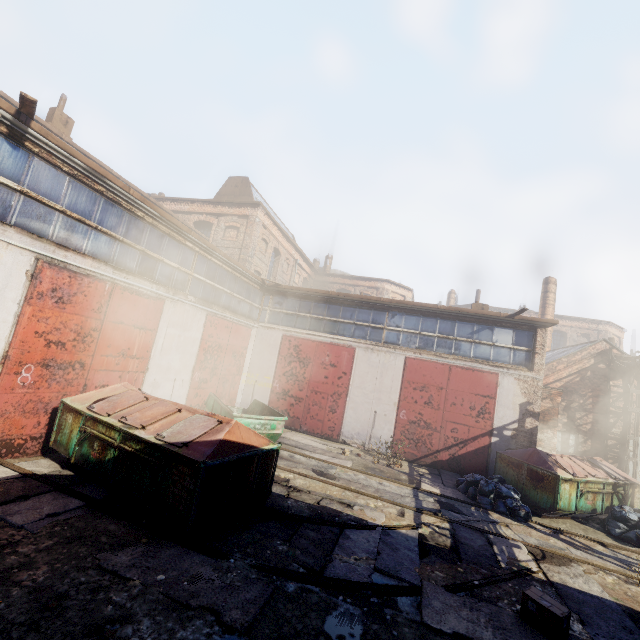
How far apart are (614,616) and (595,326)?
39.9m

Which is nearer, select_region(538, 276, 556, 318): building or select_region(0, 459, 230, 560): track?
select_region(0, 459, 230, 560): track

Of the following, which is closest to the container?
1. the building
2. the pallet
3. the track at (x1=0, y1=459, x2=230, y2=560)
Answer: the track at (x1=0, y1=459, x2=230, y2=560)

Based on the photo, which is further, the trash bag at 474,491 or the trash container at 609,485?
the trash container at 609,485

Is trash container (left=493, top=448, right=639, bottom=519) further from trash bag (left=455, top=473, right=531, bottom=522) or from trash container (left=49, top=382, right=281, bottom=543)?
trash container (left=49, top=382, right=281, bottom=543)

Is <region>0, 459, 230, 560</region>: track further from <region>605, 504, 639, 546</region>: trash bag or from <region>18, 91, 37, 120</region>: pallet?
<region>605, 504, 639, 546</region>: trash bag

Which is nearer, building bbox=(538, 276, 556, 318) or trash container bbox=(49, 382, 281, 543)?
trash container bbox=(49, 382, 281, 543)

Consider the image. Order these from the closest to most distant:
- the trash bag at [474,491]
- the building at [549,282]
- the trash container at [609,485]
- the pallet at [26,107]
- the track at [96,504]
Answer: the track at [96,504]
the pallet at [26,107]
the trash bag at [474,491]
the trash container at [609,485]
the building at [549,282]
